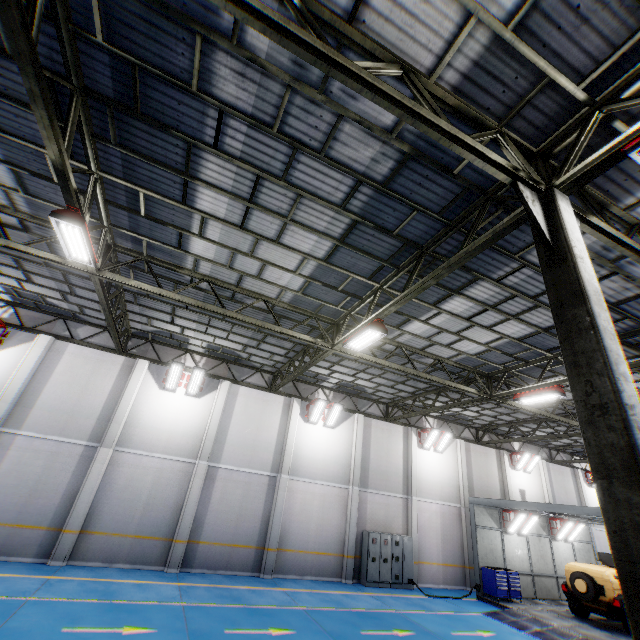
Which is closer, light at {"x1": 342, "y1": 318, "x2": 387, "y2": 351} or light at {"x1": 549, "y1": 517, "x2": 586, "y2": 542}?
light at {"x1": 342, "y1": 318, "x2": 387, "y2": 351}

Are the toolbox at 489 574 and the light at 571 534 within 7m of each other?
yes

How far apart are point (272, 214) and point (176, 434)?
12.1 meters

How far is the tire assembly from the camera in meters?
13.8 m

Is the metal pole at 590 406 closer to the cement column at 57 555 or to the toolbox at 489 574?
the cement column at 57 555

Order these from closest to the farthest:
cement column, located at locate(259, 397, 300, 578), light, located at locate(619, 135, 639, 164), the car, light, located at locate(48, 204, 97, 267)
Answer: light, located at locate(619, 135, 639, 164), light, located at locate(48, 204, 97, 267), the car, cement column, located at locate(259, 397, 300, 578)

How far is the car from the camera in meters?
13.4 m

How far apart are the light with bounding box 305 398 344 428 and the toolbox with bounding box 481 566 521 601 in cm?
1094
